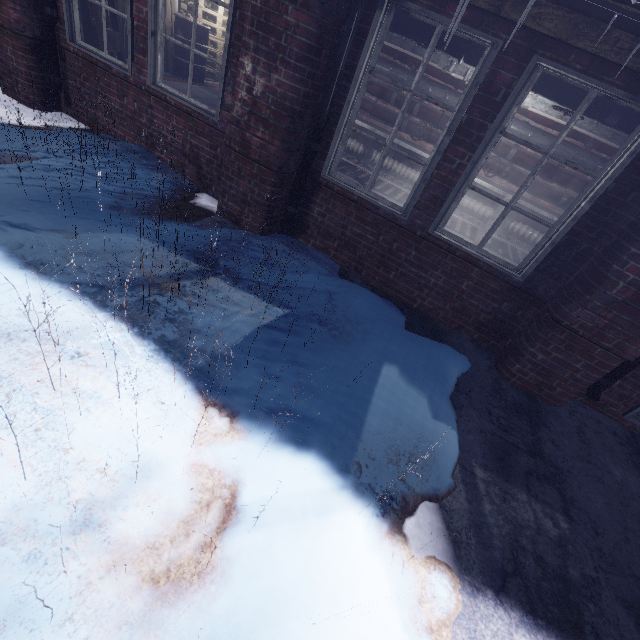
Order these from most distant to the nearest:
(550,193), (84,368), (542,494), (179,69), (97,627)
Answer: (179,69)
(550,193)
(542,494)
(84,368)
(97,627)

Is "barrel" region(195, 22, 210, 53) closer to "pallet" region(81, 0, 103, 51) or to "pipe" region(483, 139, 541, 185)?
"pipe" region(483, 139, 541, 185)

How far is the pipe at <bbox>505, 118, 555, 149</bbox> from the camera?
4.5m

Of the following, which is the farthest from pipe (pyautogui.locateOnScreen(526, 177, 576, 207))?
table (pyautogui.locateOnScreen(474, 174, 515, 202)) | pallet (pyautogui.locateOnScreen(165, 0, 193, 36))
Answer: pallet (pyautogui.locateOnScreen(165, 0, 193, 36))

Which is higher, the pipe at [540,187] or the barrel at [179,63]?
the pipe at [540,187]

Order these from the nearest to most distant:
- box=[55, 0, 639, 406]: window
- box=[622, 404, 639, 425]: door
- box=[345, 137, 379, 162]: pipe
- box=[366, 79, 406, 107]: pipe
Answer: box=[55, 0, 639, 406]: window < box=[622, 404, 639, 425]: door < box=[366, 79, 406, 107]: pipe < box=[345, 137, 379, 162]: pipe

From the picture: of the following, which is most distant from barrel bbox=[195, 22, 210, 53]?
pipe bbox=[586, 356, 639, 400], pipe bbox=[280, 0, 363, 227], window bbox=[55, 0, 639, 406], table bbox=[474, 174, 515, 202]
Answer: pipe bbox=[586, 356, 639, 400]

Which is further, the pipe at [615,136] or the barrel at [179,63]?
the barrel at [179,63]
